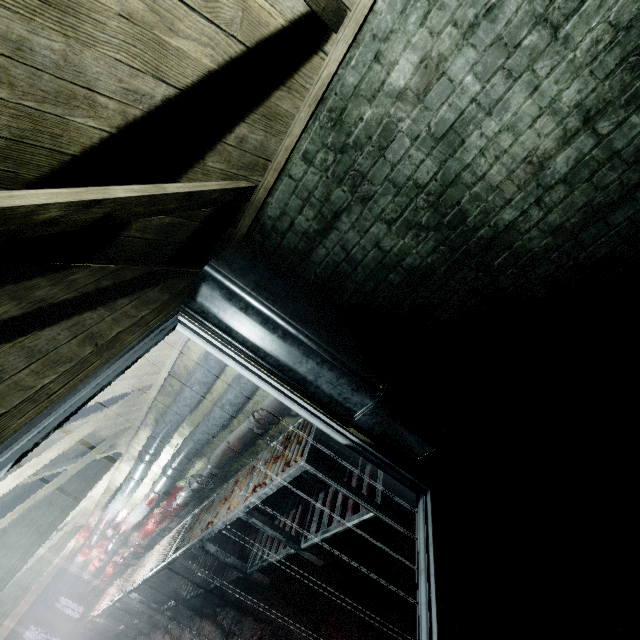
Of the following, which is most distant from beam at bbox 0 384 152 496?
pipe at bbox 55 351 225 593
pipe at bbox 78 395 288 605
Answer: pipe at bbox 78 395 288 605

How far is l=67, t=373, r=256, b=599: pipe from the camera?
2.80m

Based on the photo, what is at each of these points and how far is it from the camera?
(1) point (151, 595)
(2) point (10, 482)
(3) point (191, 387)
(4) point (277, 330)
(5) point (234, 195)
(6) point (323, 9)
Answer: (1) table, 5.91m
(2) beam, 2.17m
(3) pipe, 2.88m
(4) door, 1.88m
(5) beam, 1.80m
(6) beam, 1.30m

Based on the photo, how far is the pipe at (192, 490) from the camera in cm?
281

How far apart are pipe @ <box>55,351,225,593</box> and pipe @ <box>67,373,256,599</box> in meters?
0.1 m

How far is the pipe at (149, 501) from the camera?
2.80m

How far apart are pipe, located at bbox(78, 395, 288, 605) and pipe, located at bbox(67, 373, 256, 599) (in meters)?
0.11

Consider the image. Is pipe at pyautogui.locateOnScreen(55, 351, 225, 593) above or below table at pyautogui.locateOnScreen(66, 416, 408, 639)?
above
